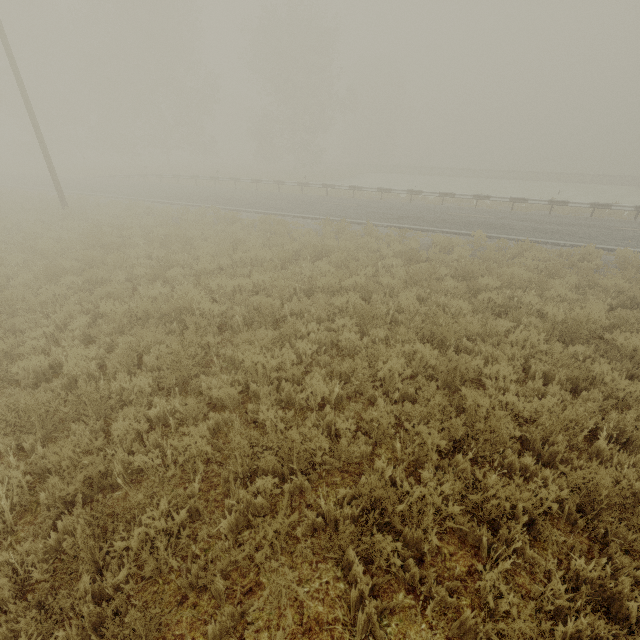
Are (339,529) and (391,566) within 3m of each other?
yes
